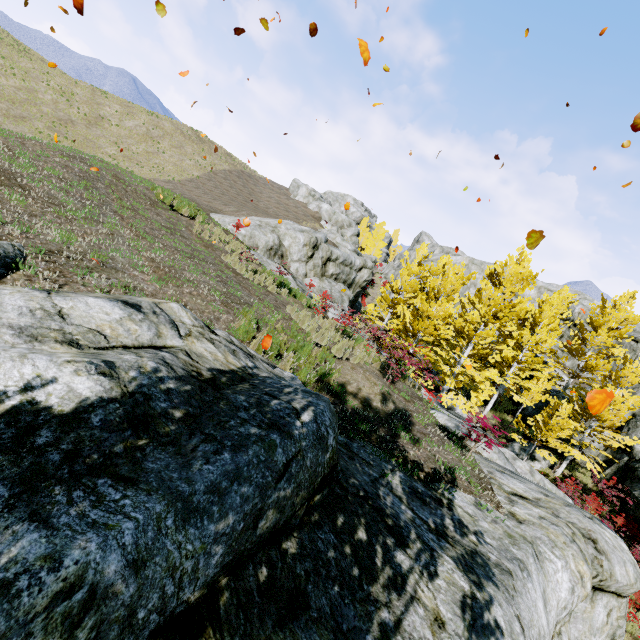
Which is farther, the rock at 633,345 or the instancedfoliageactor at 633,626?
the rock at 633,345

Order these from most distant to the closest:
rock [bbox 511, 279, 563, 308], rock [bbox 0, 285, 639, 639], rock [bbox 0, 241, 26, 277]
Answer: rock [bbox 511, 279, 563, 308] → rock [bbox 0, 241, 26, 277] → rock [bbox 0, 285, 639, 639]

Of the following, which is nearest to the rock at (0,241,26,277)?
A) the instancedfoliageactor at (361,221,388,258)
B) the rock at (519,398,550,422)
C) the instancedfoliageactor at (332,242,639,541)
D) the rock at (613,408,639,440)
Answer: the instancedfoliageactor at (332,242,639,541)

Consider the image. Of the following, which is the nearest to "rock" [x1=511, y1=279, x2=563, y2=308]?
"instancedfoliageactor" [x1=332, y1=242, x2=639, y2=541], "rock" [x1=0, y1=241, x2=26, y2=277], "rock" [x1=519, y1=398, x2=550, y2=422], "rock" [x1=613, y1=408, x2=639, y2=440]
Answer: "rock" [x1=613, y1=408, x2=639, y2=440]

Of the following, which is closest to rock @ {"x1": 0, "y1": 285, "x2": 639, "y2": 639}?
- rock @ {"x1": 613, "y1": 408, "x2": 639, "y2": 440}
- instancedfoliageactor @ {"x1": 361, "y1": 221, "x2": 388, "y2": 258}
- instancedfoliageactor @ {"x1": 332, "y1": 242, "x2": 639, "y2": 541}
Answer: instancedfoliageactor @ {"x1": 332, "y1": 242, "x2": 639, "y2": 541}

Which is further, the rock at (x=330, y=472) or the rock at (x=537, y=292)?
the rock at (x=537, y=292)

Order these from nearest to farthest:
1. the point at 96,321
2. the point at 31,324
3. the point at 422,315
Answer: the point at 31,324, the point at 96,321, the point at 422,315

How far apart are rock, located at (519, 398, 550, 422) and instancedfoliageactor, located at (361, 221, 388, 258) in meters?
29.9
